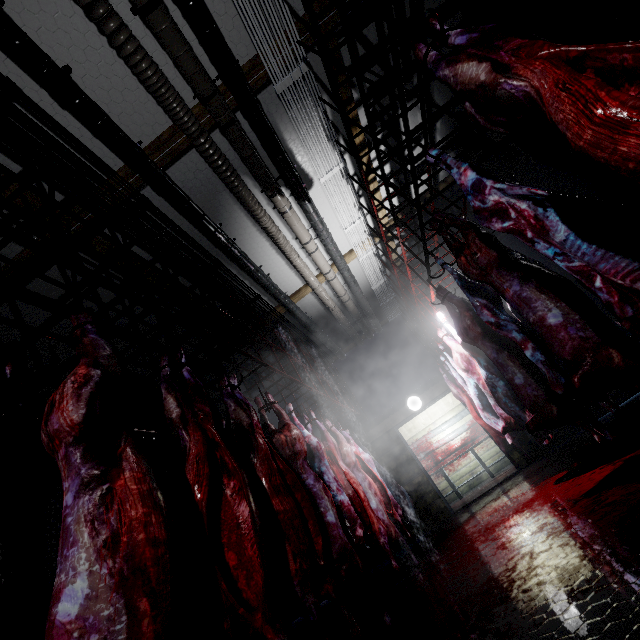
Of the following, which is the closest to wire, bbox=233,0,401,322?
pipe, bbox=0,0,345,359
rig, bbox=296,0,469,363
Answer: rig, bbox=296,0,469,363

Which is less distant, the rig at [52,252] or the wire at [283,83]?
the rig at [52,252]

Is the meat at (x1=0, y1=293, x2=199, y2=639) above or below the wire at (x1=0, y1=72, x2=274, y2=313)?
below

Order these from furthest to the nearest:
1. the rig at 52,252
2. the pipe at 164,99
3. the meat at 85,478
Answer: the pipe at 164,99 < the rig at 52,252 < the meat at 85,478

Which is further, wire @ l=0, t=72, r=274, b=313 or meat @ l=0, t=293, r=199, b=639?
wire @ l=0, t=72, r=274, b=313

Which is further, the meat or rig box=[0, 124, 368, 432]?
rig box=[0, 124, 368, 432]

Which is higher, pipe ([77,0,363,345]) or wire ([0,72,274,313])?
wire ([0,72,274,313])

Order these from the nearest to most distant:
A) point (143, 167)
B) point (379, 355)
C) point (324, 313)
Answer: point (143, 167), point (324, 313), point (379, 355)
